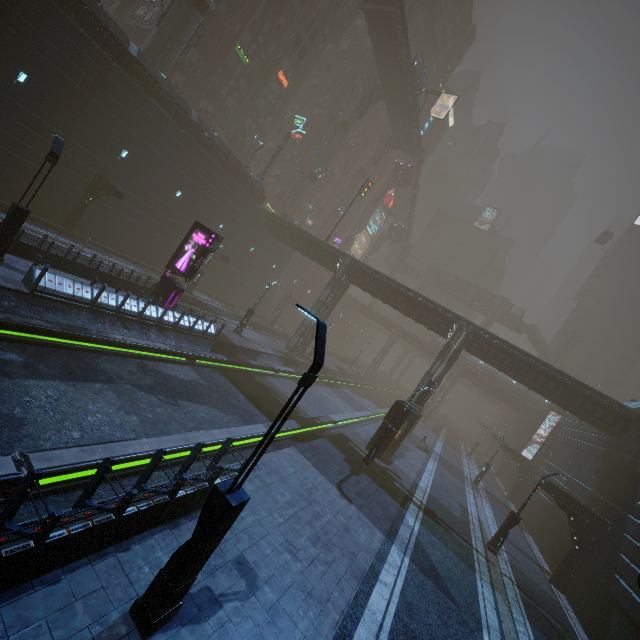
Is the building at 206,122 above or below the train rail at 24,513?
above

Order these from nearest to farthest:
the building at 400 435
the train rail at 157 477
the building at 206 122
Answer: Result: the train rail at 157 477, the building at 400 435, the building at 206 122

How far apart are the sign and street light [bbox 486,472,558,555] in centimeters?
2225cm

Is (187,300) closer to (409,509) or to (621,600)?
(409,509)

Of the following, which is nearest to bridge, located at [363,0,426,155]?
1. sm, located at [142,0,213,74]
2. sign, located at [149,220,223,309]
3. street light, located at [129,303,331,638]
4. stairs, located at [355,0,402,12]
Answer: stairs, located at [355,0,402,12]

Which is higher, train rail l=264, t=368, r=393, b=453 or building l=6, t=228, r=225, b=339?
building l=6, t=228, r=225, b=339
